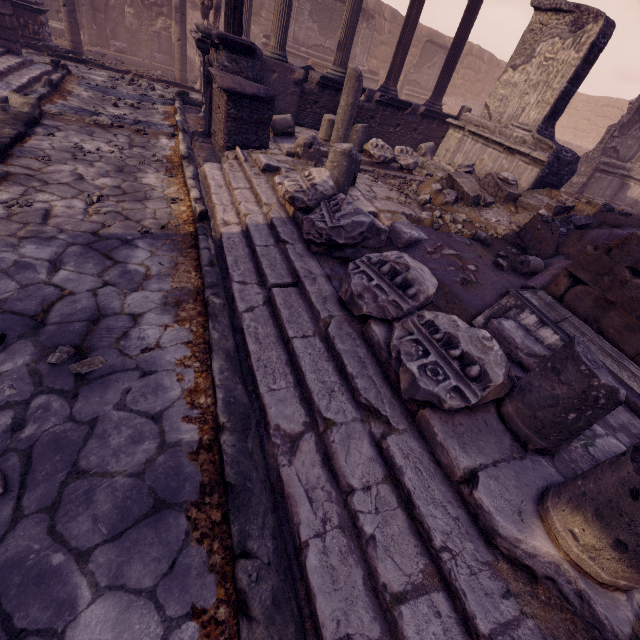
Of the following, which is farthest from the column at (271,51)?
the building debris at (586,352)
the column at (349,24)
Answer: the building debris at (586,352)

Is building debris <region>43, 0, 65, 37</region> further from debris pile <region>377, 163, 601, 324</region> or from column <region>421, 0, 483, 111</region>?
debris pile <region>377, 163, 601, 324</region>

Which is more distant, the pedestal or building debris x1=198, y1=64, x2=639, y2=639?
the pedestal

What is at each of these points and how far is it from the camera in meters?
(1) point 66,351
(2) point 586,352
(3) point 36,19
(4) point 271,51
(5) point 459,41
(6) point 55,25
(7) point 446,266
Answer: (1) stone, 2.3 m
(2) building debris, 1.8 m
(3) pedestal, 10.0 m
(4) column, 8.2 m
(5) column, 9.6 m
(6) building debris, 12.7 m
(7) debris pile, 4.3 m

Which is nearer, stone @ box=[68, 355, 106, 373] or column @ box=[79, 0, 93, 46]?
stone @ box=[68, 355, 106, 373]

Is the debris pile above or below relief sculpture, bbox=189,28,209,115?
Result: below

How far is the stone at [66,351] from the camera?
2.2m

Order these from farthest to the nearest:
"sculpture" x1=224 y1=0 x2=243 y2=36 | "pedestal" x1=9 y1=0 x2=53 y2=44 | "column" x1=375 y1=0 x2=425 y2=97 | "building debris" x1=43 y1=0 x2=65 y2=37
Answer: "building debris" x1=43 y1=0 x2=65 y2=37
"pedestal" x1=9 y1=0 x2=53 y2=44
"column" x1=375 y1=0 x2=425 y2=97
"sculpture" x1=224 y1=0 x2=243 y2=36
